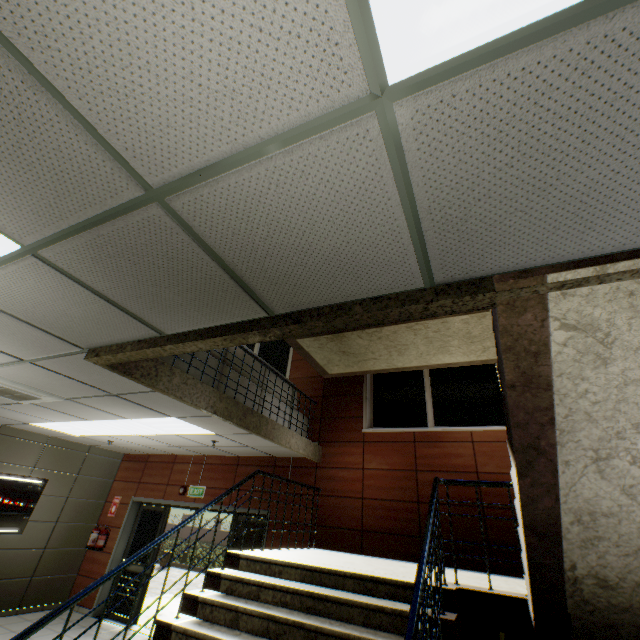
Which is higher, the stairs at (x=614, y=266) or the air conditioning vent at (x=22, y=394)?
the stairs at (x=614, y=266)

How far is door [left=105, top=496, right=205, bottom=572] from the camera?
7.50m

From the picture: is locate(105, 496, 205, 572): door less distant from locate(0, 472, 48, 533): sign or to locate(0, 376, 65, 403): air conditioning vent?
locate(0, 472, 48, 533): sign

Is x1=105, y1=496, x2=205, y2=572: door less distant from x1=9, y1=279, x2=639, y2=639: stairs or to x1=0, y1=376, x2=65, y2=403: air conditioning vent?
x1=9, y1=279, x2=639, y2=639: stairs

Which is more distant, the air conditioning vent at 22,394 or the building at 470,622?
the air conditioning vent at 22,394

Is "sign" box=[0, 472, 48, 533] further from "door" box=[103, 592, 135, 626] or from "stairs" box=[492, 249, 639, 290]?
"stairs" box=[492, 249, 639, 290]

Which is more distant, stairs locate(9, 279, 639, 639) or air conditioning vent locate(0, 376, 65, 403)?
air conditioning vent locate(0, 376, 65, 403)

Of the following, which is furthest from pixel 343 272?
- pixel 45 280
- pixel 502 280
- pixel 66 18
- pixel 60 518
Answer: pixel 60 518
